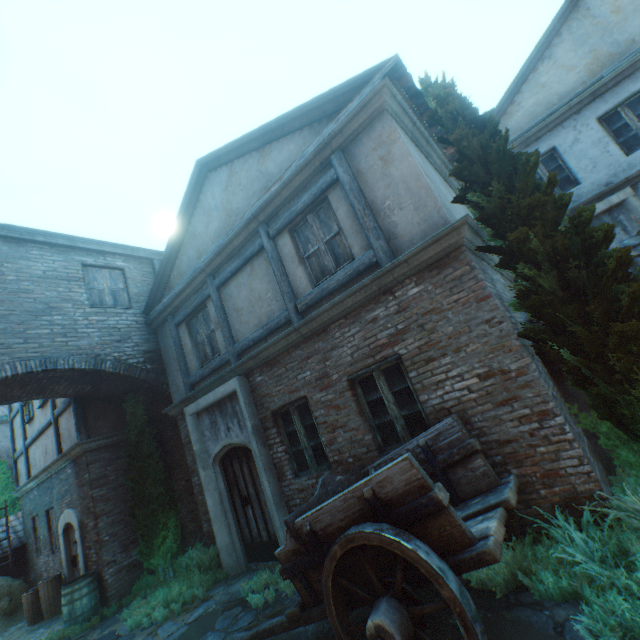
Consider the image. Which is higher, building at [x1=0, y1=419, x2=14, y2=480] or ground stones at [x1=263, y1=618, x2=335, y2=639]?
building at [x1=0, y1=419, x2=14, y2=480]

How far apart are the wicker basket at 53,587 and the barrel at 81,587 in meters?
1.8 m

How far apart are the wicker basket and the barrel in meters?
1.8 m

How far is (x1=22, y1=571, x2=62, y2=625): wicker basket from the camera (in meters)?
8.56

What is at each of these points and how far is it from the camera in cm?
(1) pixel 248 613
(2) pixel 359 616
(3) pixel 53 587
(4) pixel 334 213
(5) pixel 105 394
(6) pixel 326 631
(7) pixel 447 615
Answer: (1) ground stones, 502
(2) ground stones, 392
(3) wicker basket, 872
(4) building, 555
(5) building, 892
(6) ground stones, 387
(7) ground stones, 338

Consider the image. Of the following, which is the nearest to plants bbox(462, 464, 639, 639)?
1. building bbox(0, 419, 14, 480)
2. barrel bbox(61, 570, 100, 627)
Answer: barrel bbox(61, 570, 100, 627)

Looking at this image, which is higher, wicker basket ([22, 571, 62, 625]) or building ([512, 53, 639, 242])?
building ([512, 53, 639, 242])

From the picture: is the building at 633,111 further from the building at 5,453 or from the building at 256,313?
the building at 5,453
